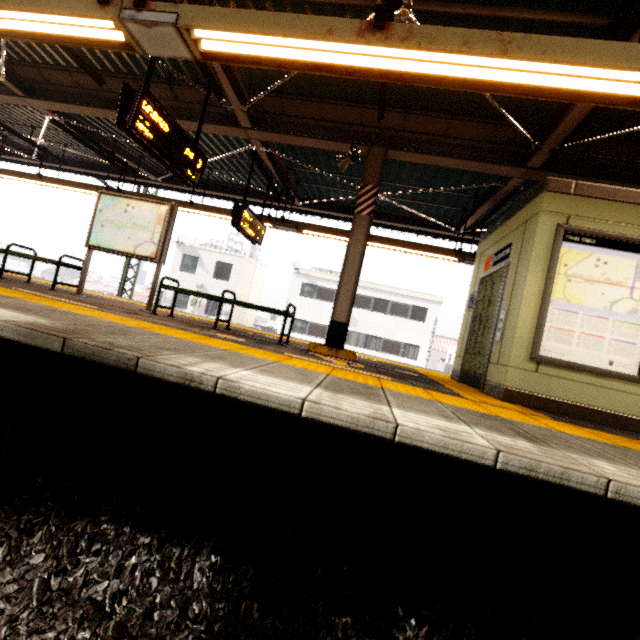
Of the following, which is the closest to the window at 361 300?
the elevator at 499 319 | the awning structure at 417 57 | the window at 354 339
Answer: the window at 354 339

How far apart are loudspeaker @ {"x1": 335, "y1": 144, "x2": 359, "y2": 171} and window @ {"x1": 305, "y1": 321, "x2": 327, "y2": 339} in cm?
2014

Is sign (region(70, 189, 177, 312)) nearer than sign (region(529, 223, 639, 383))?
No

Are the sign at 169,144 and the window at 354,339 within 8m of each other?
no

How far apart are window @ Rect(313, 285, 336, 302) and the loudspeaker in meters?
20.0 m

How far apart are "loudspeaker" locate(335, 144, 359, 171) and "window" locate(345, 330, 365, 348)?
20.04m

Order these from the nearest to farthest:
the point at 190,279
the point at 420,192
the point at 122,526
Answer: the point at 122,526 → the point at 420,192 → the point at 190,279

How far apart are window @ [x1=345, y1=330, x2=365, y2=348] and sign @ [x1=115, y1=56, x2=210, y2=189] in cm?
2101
